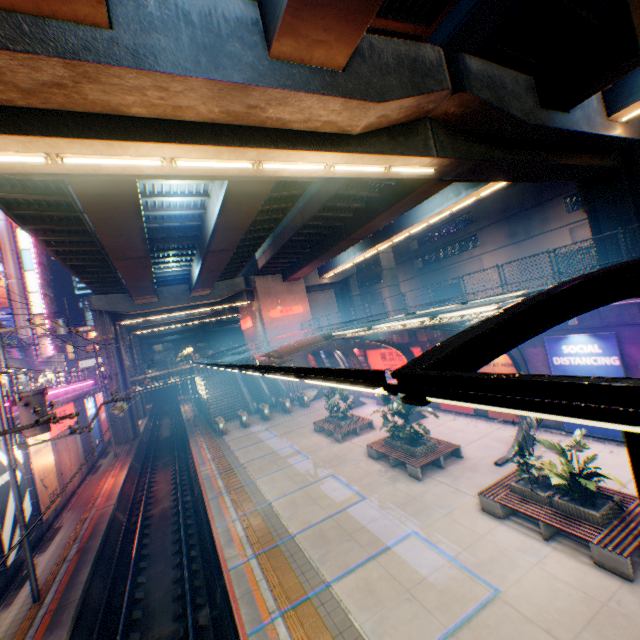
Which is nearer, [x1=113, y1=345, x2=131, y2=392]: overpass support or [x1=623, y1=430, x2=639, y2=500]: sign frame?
[x1=623, y1=430, x2=639, y2=500]: sign frame

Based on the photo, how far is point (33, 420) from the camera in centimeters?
1140cm

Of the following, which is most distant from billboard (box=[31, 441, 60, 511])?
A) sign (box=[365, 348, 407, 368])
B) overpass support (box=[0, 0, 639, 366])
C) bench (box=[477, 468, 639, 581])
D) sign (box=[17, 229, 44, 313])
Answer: sign (box=[17, 229, 44, 313])

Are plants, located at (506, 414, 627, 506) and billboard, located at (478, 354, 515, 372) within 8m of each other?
yes

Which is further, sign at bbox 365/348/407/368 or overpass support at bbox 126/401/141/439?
overpass support at bbox 126/401/141/439

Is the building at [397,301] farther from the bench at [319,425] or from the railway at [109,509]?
the railway at [109,509]

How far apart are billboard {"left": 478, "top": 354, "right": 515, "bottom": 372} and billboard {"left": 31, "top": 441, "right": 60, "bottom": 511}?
22.36m

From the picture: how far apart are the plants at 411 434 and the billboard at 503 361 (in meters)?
5.16
